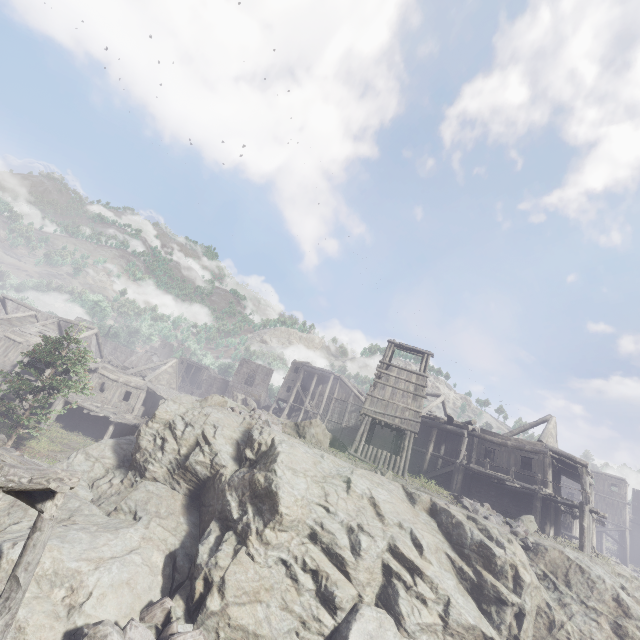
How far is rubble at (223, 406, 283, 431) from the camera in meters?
17.4 m

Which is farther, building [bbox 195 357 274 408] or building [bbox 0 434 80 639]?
building [bbox 195 357 274 408]

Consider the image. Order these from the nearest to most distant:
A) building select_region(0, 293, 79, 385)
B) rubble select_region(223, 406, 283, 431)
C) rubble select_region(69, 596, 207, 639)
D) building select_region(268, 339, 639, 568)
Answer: rubble select_region(69, 596, 207, 639)
rubble select_region(223, 406, 283, 431)
building select_region(268, 339, 639, 568)
building select_region(0, 293, 79, 385)

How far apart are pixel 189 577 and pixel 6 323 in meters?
36.2 m

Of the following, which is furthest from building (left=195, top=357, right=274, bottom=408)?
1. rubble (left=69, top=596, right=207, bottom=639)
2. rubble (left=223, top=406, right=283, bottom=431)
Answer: rubble (left=223, top=406, right=283, bottom=431)

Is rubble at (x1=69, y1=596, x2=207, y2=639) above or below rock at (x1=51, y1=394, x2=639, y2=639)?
below

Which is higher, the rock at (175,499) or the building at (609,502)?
the building at (609,502)

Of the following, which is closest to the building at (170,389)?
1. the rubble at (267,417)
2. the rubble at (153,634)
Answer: the rubble at (153,634)
